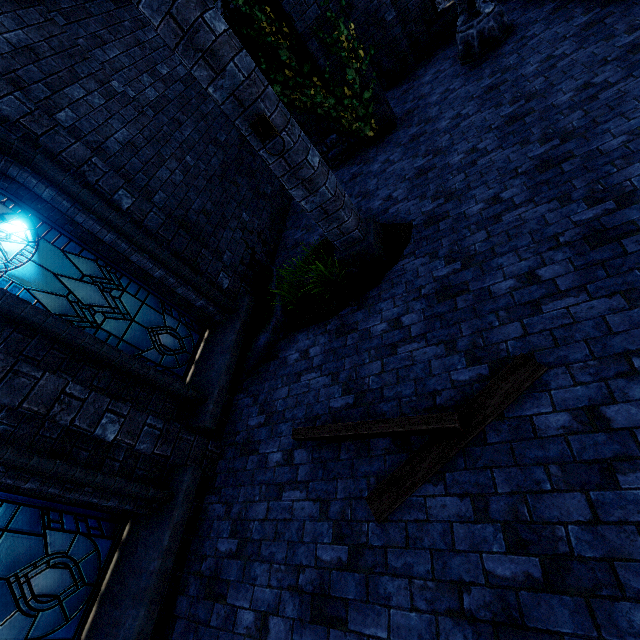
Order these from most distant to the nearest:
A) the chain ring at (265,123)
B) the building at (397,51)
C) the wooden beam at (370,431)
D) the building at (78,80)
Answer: the building at (397,51) → the building at (78,80) → the chain ring at (265,123) → the wooden beam at (370,431)

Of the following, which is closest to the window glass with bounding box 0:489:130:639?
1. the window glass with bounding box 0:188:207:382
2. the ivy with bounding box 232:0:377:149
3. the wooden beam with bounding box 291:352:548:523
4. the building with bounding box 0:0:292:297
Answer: the building with bounding box 0:0:292:297

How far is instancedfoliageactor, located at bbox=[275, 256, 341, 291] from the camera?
4.9m

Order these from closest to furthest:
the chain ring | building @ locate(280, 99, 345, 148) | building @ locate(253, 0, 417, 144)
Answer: the chain ring → building @ locate(253, 0, 417, 144) → building @ locate(280, 99, 345, 148)

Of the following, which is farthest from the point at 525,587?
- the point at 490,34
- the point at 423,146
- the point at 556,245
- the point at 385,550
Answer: the point at 490,34

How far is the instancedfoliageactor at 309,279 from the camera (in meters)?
4.87

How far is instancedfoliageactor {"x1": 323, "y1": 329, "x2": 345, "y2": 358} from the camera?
4.39m

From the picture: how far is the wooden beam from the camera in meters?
2.8 m
